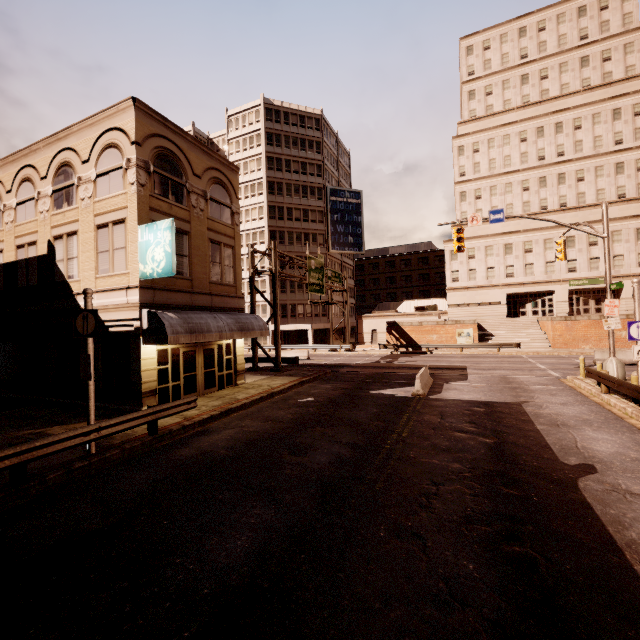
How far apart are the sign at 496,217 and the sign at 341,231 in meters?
34.2 m

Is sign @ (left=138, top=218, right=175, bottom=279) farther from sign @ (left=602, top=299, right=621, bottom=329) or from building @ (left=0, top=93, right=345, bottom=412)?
building @ (left=0, top=93, right=345, bottom=412)

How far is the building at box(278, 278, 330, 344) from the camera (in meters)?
47.33

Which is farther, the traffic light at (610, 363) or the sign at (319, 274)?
the sign at (319, 274)

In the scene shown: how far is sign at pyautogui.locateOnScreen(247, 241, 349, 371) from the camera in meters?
25.1

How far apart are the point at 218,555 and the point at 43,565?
2.7m

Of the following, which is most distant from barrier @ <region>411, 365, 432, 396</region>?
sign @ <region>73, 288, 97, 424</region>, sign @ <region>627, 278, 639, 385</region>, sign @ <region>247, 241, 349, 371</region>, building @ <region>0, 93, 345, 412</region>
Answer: building @ <region>0, 93, 345, 412</region>

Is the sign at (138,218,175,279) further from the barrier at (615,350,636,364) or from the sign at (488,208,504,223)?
the barrier at (615,350,636,364)
